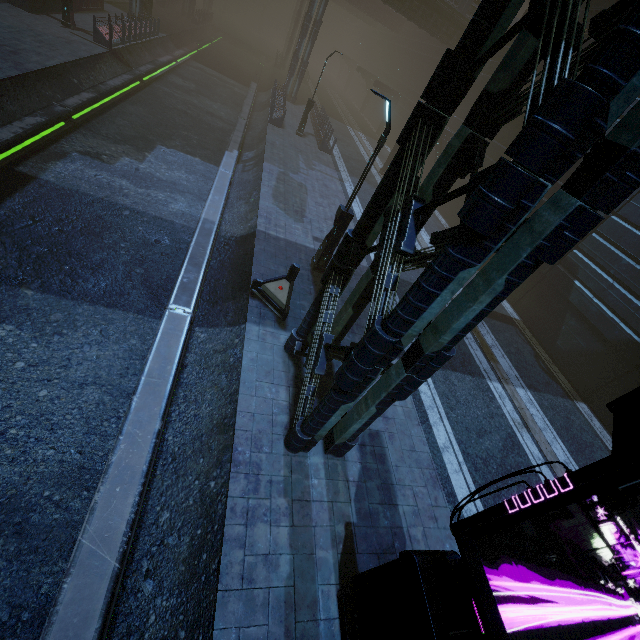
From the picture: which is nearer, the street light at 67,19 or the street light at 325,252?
the street light at 325,252

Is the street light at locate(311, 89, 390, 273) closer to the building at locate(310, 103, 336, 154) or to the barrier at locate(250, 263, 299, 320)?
the barrier at locate(250, 263, 299, 320)

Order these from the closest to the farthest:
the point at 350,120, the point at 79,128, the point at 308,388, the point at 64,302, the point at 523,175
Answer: the point at 523,175 < the point at 308,388 < the point at 64,302 < the point at 79,128 < the point at 350,120

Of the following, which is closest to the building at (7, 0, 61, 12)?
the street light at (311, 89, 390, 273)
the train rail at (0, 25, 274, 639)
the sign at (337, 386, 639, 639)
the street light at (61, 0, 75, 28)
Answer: the train rail at (0, 25, 274, 639)

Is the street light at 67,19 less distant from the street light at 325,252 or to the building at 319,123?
the building at 319,123

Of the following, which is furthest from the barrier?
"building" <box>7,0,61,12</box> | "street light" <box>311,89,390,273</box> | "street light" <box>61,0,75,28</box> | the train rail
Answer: "street light" <box>61,0,75,28</box>
